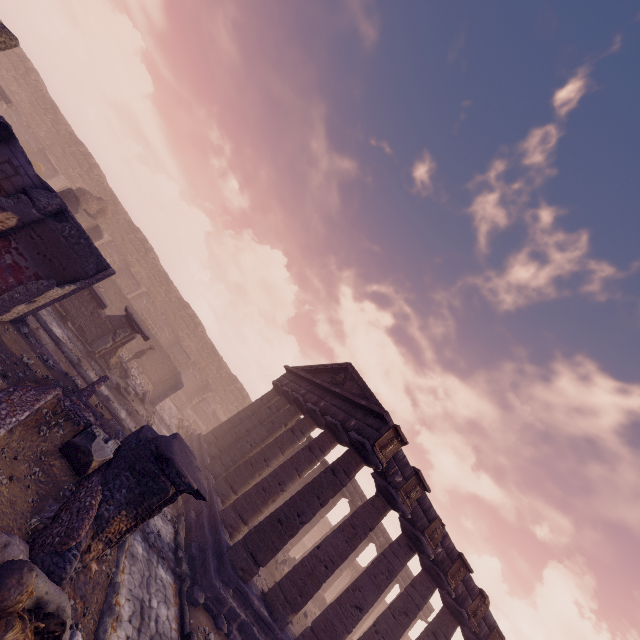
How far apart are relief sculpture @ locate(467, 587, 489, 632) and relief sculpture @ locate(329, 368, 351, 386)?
10.0 meters

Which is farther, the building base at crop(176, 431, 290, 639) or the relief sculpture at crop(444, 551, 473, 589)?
the relief sculpture at crop(444, 551, 473, 589)

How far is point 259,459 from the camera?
14.08m

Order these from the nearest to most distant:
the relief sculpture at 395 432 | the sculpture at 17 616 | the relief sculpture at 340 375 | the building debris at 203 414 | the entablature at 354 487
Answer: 1. the sculpture at 17 616
2. the relief sculpture at 395 432
3. the relief sculpture at 340 375
4. the entablature at 354 487
5. the building debris at 203 414

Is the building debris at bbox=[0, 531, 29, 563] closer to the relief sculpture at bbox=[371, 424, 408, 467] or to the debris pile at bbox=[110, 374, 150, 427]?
the relief sculpture at bbox=[371, 424, 408, 467]

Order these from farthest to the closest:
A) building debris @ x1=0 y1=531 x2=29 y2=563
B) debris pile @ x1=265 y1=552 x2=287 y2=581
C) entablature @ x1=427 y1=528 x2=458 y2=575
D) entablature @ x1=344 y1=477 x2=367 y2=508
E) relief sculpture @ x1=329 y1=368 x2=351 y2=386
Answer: entablature @ x1=344 y1=477 x2=367 y2=508, relief sculpture @ x1=329 y1=368 x2=351 y2=386, debris pile @ x1=265 y1=552 x2=287 y2=581, entablature @ x1=427 y1=528 x2=458 y2=575, building debris @ x1=0 y1=531 x2=29 y2=563

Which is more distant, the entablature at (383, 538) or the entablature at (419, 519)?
the entablature at (383, 538)

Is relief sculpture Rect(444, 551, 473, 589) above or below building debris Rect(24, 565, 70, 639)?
above
